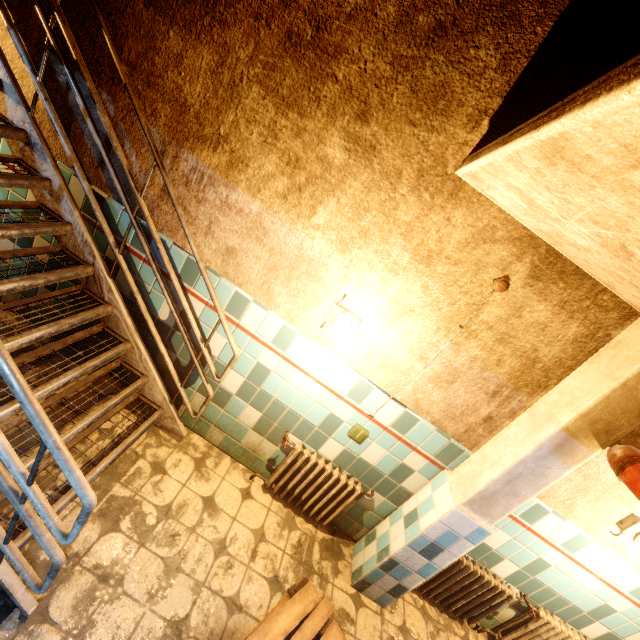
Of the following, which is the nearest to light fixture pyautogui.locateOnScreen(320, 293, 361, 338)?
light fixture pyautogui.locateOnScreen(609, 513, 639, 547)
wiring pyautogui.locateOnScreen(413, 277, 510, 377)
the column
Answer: wiring pyautogui.locateOnScreen(413, 277, 510, 377)

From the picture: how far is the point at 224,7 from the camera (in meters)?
1.93

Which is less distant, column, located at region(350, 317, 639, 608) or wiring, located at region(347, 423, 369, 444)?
column, located at region(350, 317, 639, 608)

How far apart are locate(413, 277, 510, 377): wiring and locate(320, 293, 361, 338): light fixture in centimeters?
59cm

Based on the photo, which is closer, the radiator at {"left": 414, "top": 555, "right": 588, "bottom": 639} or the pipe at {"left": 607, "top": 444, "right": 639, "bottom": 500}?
the pipe at {"left": 607, "top": 444, "right": 639, "bottom": 500}

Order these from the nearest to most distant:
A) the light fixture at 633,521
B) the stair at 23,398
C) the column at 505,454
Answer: the stair at 23,398
the column at 505,454
the light fixture at 633,521

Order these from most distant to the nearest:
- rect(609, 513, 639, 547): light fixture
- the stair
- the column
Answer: rect(609, 513, 639, 547): light fixture, the column, the stair

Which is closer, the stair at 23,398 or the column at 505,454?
the stair at 23,398
